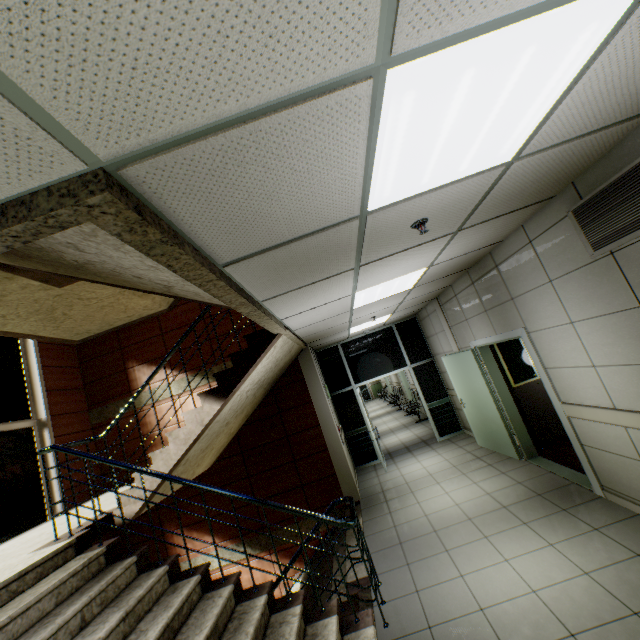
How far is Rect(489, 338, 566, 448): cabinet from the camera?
5.7 meters

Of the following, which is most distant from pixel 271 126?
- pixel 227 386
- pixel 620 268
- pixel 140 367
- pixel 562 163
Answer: pixel 140 367

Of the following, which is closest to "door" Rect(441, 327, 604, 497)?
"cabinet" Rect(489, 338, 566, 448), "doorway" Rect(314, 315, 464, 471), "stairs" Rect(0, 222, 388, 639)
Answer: "cabinet" Rect(489, 338, 566, 448)

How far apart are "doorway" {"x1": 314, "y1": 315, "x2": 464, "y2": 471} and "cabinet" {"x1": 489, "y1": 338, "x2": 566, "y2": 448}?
2.57m

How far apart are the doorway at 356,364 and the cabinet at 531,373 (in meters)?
2.57

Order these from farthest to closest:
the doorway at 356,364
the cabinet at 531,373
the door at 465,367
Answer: the doorway at 356,364
the cabinet at 531,373
the door at 465,367

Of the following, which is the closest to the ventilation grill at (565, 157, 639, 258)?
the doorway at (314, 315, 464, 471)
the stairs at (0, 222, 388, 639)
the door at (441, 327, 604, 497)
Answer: the door at (441, 327, 604, 497)
